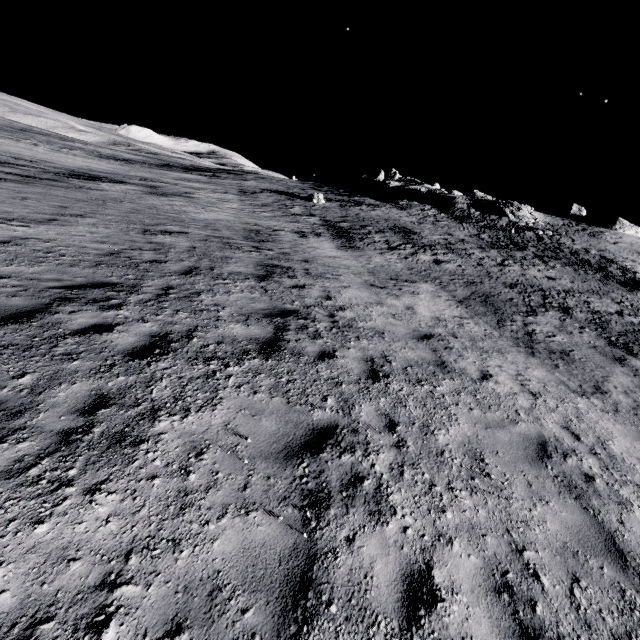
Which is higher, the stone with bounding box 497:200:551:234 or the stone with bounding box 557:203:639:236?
the stone with bounding box 557:203:639:236

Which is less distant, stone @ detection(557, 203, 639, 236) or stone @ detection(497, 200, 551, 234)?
stone @ detection(497, 200, 551, 234)

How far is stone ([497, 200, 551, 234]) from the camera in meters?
38.6

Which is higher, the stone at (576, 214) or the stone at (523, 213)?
the stone at (576, 214)

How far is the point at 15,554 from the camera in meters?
2.5 m

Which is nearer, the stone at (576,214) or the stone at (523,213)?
the stone at (523,213)
